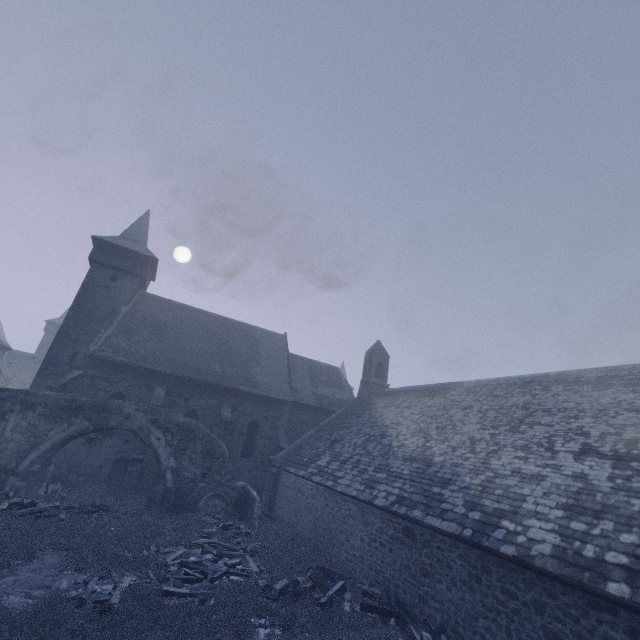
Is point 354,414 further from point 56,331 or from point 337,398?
point 56,331

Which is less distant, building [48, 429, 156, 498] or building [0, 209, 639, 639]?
building [0, 209, 639, 639]

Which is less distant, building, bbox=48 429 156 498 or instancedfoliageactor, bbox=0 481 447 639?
instancedfoliageactor, bbox=0 481 447 639

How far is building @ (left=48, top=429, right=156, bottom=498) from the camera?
17.2 meters

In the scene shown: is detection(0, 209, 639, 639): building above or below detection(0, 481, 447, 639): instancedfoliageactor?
above

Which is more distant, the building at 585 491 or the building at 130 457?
the building at 130 457

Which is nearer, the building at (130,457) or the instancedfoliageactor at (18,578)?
the instancedfoliageactor at (18,578)
